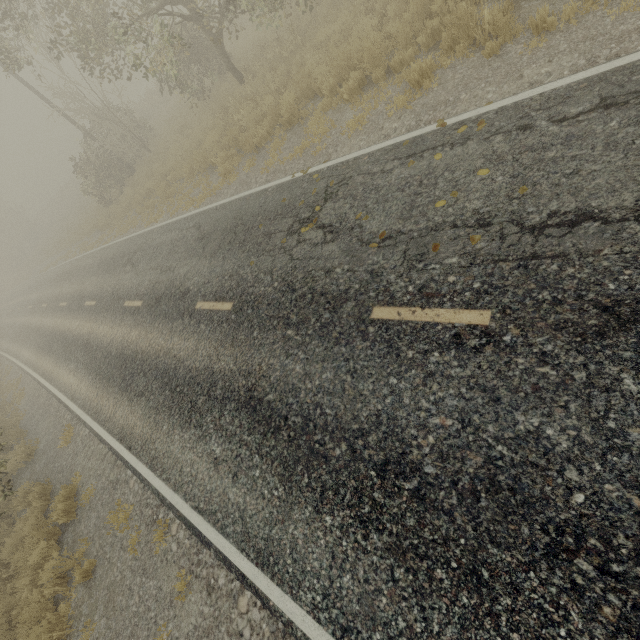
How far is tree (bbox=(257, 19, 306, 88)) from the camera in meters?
11.3 m

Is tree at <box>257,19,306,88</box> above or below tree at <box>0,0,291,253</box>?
below

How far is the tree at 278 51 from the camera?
11.3m

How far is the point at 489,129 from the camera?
4.7 meters

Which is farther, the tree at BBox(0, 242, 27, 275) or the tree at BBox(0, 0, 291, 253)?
the tree at BBox(0, 242, 27, 275)

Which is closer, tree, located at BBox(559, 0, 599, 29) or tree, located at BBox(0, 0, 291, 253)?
tree, located at BBox(559, 0, 599, 29)

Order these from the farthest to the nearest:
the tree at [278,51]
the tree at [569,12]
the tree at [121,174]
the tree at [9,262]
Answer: the tree at [9,262] < the tree at [278,51] < the tree at [121,174] < the tree at [569,12]

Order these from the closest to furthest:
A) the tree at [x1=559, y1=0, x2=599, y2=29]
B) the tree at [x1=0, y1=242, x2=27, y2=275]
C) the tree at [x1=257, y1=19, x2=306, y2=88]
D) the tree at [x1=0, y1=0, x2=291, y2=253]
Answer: the tree at [x1=559, y1=0, x2=599, y2=29], the tree at [x1=0, y1=0, x2=291, y2=253], the tree at [x1=257, y1=19, x2=306, y2=88], the tree at [x1=0, y1=242, x2=27, y2=275]
